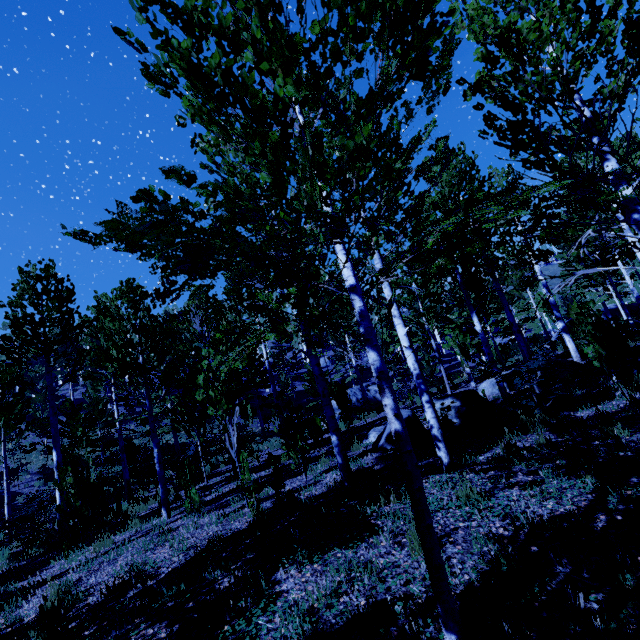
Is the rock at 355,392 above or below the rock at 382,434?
above

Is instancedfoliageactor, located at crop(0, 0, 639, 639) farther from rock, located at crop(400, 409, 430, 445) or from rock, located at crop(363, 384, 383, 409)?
rock, located at crop(363, 384, 383, 409)

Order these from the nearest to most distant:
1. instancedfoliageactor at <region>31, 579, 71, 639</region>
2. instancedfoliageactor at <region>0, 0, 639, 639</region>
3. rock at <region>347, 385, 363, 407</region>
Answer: Answer:
1. instancedfoliageactor at <region>0, 0, 639, 639</region>
2. instancedfoliageactor at <region>31, 579, 71, 639</region>
3. rock at <region>347, 385, 363, 407</region>

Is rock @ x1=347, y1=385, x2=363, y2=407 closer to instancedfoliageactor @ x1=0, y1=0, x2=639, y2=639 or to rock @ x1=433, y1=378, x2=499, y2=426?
instancedfoliageactor @ x1=0, y1=0, x2=639, y2=639

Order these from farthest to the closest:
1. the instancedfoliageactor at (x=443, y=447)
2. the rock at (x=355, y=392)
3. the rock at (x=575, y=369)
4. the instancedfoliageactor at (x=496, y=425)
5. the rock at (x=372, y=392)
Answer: the rock at (x=372, y=392), the rock at (x=355, y=392), the rock at (x=575, y=369), the instancedfoliageactor at (x=496, y=425), the instancedfoliageactor at (x=443, y=447)

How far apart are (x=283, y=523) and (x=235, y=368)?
3.5 meters

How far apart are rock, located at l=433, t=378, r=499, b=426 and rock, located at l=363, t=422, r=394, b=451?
0.5m
